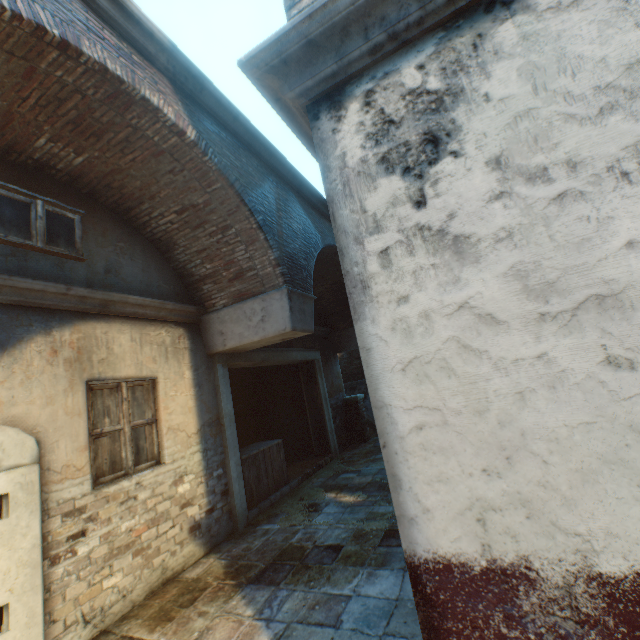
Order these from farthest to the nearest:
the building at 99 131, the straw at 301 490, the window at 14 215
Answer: the straw at 301 490, the window at 14 215, the building at 99 131

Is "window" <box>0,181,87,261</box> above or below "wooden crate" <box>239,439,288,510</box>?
above

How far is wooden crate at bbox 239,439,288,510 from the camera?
6.3m

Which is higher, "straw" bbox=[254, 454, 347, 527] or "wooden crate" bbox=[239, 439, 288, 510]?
"wooden crate" bbox=[239, 439, 288, 510]

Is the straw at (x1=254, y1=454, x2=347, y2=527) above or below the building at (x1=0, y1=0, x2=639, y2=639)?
below

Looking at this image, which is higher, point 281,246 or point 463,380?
point 281,246

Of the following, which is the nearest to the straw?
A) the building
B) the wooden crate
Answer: the wooden crate

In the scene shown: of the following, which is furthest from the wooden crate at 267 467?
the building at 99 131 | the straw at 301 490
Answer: the building at 99 131
